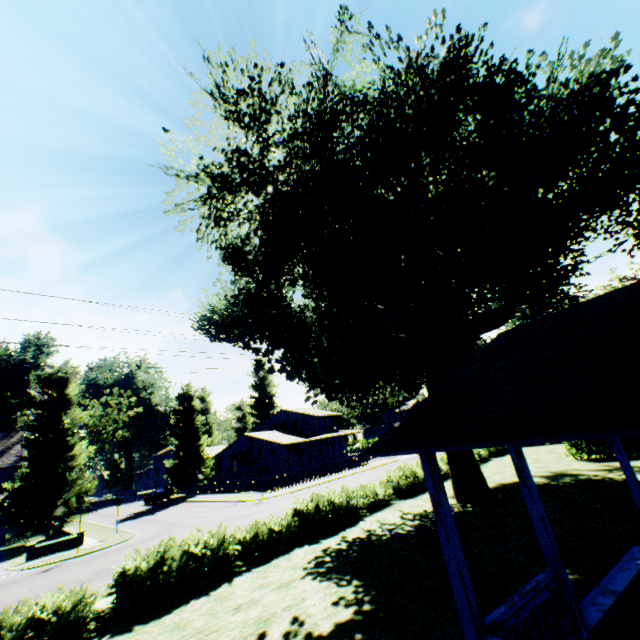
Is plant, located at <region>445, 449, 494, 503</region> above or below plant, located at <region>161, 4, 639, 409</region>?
below

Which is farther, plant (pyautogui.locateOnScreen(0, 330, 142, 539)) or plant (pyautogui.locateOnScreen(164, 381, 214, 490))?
plant (pyautogui.locateOnScreen(164, 381, 214, 490))

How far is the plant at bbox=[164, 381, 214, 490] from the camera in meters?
44.9

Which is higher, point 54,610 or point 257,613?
point 54,610

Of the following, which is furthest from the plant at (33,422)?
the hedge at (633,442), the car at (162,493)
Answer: the hedge at (633,442)

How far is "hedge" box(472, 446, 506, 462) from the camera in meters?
27.2

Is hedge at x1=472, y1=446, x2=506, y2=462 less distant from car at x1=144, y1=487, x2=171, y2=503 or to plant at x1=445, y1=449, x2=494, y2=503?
plant at x1=445, y1=449, x2=494, y2=503
